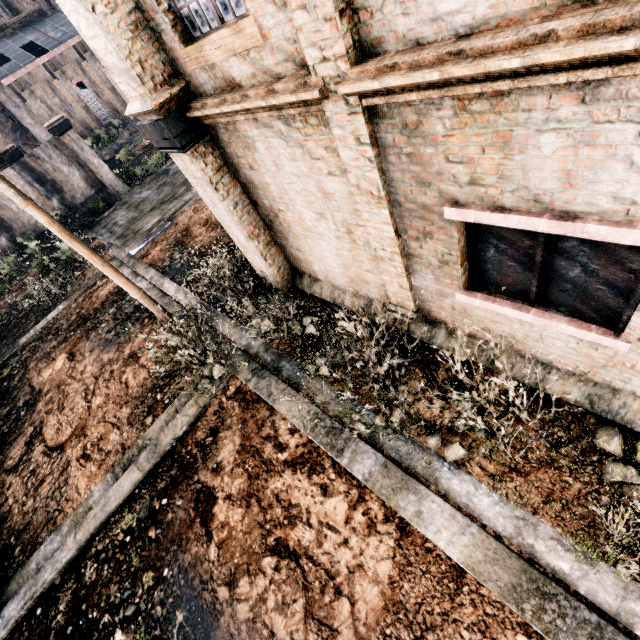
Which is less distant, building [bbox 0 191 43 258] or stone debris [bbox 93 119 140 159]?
building [bbox 0 191 43 258]

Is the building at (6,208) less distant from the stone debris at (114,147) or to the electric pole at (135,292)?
the stone debris at (114,147)

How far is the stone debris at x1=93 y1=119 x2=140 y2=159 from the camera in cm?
4112

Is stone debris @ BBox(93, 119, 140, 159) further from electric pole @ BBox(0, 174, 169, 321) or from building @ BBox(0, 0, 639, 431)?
electric pole @ BBox(0, 174, 169, 321)

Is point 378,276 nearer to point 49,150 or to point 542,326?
point 542,326

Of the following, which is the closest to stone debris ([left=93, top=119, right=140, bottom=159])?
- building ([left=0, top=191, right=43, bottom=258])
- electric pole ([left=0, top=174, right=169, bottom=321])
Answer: building ([left=0, top=191, right=43, bottom=258])

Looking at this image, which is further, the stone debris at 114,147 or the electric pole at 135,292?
the stone debris at 114,147

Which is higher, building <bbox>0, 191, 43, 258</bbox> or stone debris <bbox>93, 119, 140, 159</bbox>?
building <bbox>0, 191, 43, 258</bbox>
